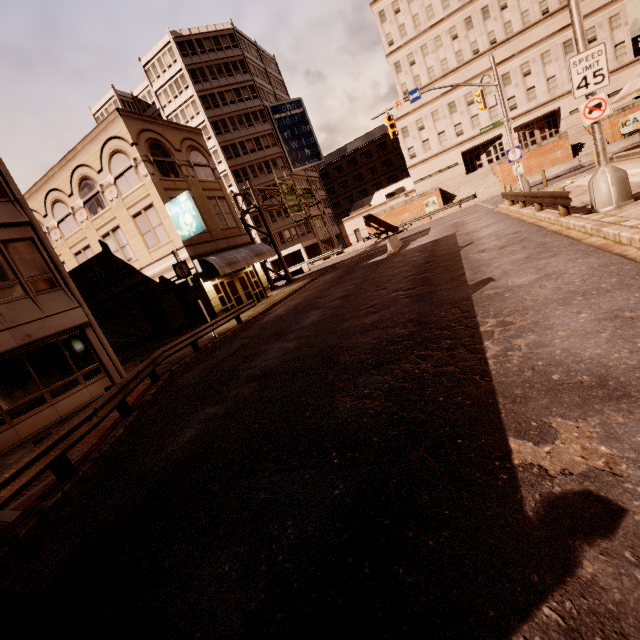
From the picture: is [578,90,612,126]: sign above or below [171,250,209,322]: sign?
below

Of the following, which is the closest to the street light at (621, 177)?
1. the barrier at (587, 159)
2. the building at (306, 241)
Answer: the barrier at (587, 159)

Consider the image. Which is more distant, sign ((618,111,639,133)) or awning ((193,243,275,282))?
sign ((618,111,639,133))

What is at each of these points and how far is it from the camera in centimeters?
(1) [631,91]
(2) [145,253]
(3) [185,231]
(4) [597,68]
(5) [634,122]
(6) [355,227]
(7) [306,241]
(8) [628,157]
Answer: (1) awning, 1410cm
(2) building, 2097cm
(3) sign, 1928cm
(4) sign, 885cm
(5) sign, 3325cm
(6) building, 5725cm
(7) building, 5253cm
(8) planter, 1359cm

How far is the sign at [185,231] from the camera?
18.5 meters

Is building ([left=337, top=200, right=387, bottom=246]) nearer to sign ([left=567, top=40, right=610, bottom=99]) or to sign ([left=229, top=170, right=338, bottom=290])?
sign ([left=229, top=170, right=338, bottom=290])

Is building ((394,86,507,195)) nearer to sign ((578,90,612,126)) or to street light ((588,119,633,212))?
street light ((588,119,633,212))

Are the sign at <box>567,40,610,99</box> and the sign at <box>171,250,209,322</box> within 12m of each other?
no
